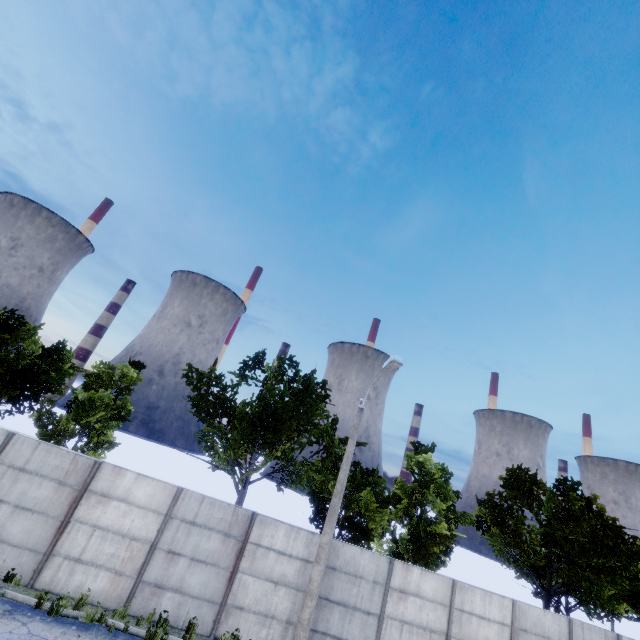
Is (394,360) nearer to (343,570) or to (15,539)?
(343,570)

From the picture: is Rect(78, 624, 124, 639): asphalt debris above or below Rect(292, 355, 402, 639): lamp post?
below

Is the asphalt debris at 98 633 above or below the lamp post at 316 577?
below

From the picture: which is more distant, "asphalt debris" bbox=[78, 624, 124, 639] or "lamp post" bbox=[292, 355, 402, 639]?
"lamp post" bbox=[292, 355, 402, 639]

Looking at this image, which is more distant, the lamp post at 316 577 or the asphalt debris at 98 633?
the lamp post at 316 577
